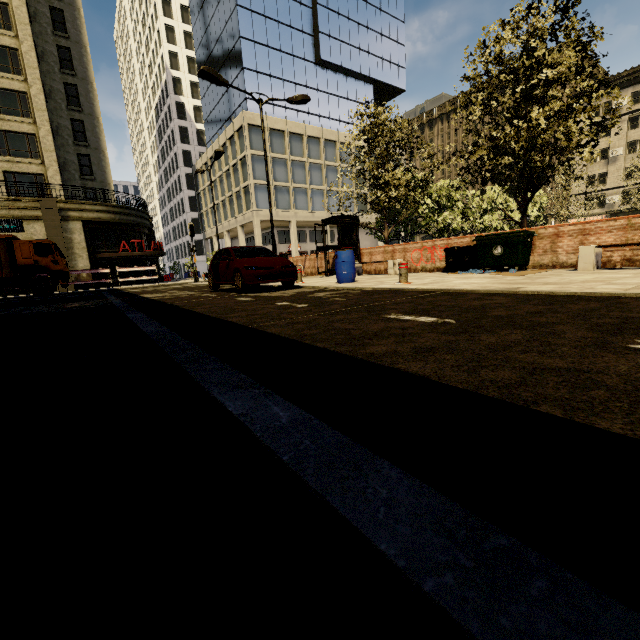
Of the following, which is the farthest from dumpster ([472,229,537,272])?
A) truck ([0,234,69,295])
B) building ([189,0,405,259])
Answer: building ([189,0,405,259])

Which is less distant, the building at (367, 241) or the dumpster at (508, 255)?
the dumpster at (508, 255)

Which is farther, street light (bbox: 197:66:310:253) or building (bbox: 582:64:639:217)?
building (bbox: 582:64:639:217)

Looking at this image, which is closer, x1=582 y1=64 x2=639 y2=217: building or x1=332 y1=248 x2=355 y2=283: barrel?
x1=332 y1=248 x2=355 y2=283: barrel

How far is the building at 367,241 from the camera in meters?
50.5 m

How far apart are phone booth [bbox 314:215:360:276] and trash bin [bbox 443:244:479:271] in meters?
5.5 m

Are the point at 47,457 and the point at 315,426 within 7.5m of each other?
yes

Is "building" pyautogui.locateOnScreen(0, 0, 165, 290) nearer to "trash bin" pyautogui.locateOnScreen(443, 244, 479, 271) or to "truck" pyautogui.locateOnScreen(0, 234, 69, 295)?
"truck" pyautogui.locateOnScreen(0, 234, 69, 295)
